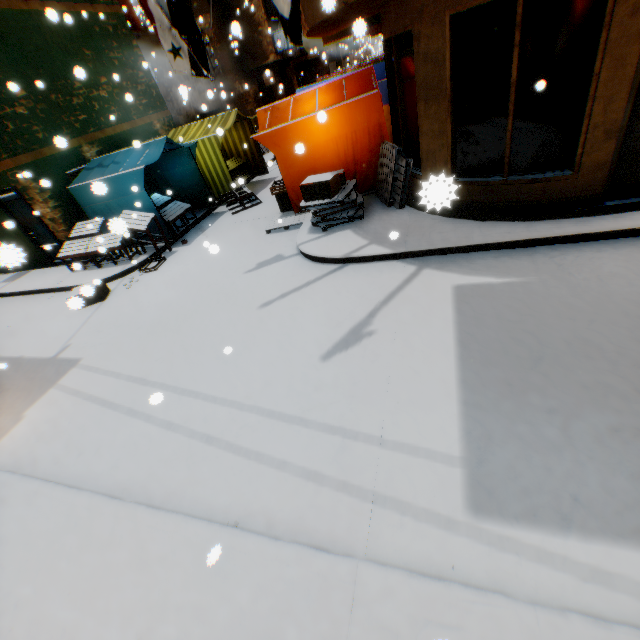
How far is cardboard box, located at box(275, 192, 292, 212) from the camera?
9.07m

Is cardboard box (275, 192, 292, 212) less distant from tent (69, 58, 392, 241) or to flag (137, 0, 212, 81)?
tent (69, 58, 392, 241)

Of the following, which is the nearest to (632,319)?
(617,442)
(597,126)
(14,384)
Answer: (617,442)

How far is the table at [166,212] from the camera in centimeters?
967cm

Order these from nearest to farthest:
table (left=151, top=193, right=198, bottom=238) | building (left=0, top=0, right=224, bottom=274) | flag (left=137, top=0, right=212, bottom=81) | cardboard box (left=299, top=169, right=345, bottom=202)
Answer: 1. flag (left=137, top=0, right=212, bottom=81)
2. cardboard box (left=299, top=169, right=345, bottom=202)
3. building (left=0, top=0, right=224, bottom=274)
4. table (left=151, top=193, right=198, bottom=238)

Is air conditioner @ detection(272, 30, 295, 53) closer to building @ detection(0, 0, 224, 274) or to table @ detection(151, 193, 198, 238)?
building @ detection(0, 0, 224, 274)

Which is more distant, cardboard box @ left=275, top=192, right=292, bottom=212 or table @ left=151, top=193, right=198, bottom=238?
table @ left=151, top=193, right=198, bottom=238

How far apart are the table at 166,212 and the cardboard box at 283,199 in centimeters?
118cm
